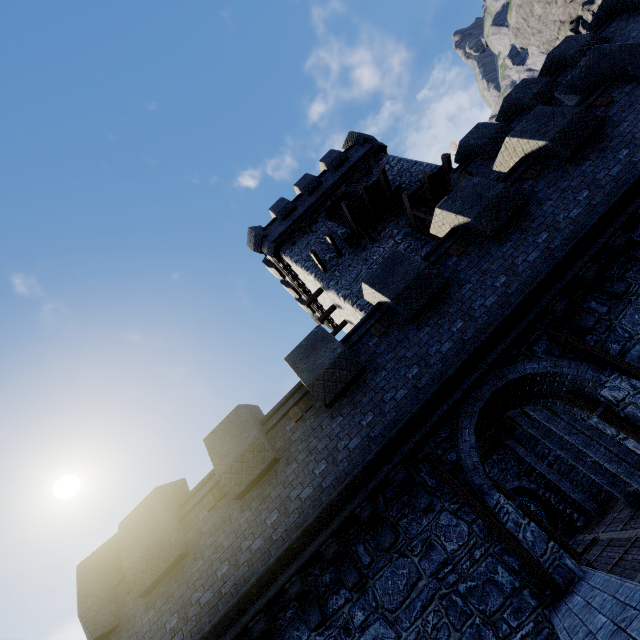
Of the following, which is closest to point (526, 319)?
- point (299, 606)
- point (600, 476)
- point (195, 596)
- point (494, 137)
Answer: point (299, 606)

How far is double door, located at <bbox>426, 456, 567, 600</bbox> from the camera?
5.0m

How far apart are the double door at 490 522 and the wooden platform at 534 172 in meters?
7.6 m

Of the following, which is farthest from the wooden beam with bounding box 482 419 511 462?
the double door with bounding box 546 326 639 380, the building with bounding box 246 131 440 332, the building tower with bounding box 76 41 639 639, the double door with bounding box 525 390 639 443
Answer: the double door with bounding box 546 326 639 380

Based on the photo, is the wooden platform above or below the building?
below

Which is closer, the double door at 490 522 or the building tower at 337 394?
the double door at 490 522

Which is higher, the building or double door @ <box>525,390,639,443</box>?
the building

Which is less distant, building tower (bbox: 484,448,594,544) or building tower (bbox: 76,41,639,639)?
building tower (bbox: 76,41,639,639)
